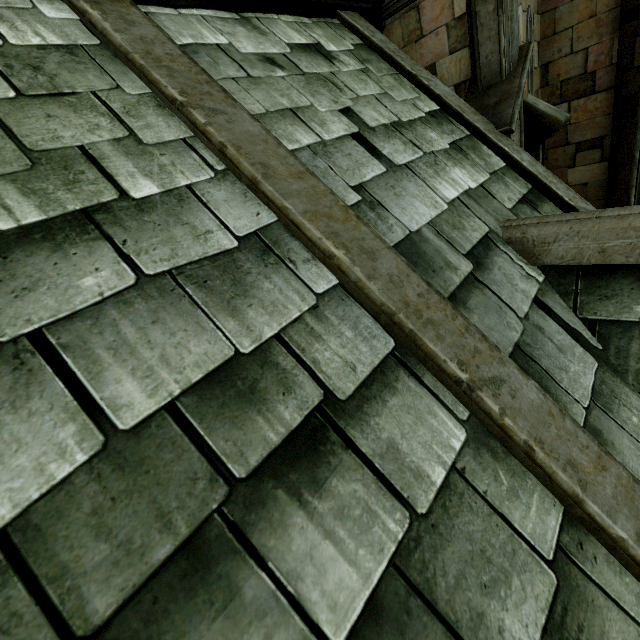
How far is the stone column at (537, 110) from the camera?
5.2m

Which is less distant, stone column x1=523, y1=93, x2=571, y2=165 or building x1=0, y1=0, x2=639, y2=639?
building x1=0, y1=0, x2=639, y2=639

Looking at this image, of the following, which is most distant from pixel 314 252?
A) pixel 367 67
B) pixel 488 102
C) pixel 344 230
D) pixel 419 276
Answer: → pixel 488 102

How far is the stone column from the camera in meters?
5.2

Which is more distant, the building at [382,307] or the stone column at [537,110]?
the stone column at [537,110]
